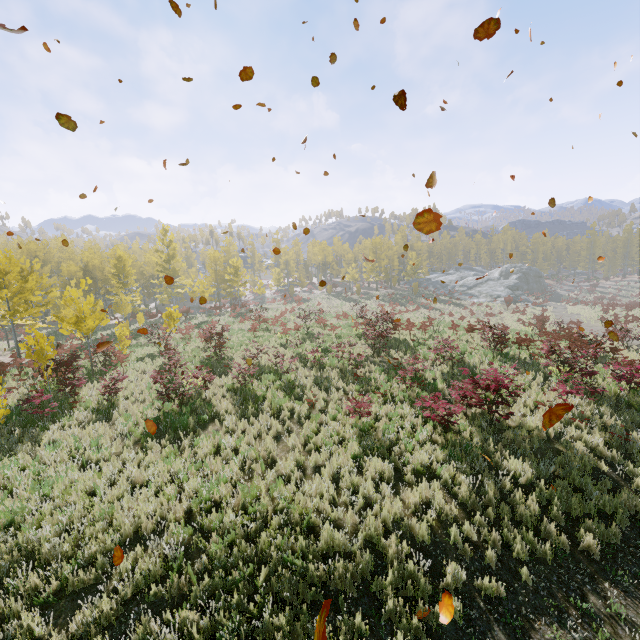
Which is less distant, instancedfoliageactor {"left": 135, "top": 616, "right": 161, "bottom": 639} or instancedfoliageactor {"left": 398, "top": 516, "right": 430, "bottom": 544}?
instancedfoliageactor {"left": 135, "top": 616, "right": 161, "bottom": 639}

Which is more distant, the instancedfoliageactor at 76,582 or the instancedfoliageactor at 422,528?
the instancedfoliageactor at 422,528

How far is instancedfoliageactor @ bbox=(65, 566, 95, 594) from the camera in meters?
5.2

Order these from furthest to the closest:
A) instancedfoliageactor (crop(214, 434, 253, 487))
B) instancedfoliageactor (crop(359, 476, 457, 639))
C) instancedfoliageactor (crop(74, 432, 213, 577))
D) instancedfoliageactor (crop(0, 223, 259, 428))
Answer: instancedfoliageactor (crop(0, 223, 259, 428))
instancedfoliageactor (crop(214, 434, 253, 487))
instancedfoliageactor (crop(74, 432, 213, 577))
instancedfoliageactor (crop(359, 476, 457, 639))

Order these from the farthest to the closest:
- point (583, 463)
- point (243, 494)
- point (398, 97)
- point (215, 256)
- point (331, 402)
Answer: point (215, 256)
point (331, 402)
point (583, 463)
point (243, 494)
point (398, 97)

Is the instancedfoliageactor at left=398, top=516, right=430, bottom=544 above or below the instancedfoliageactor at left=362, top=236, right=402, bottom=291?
below
